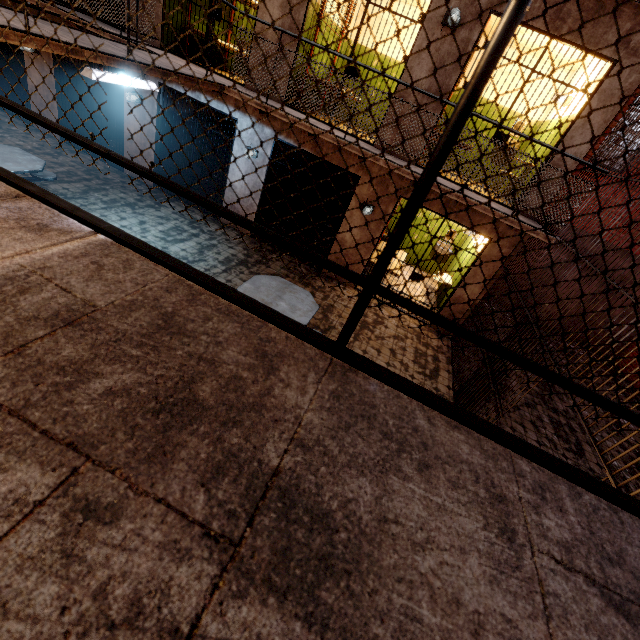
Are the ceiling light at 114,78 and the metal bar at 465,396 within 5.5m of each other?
no

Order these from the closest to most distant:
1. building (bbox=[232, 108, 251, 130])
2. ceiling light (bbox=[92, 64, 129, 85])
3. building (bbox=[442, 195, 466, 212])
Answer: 1. ceiling light (bbox=[92, 64, 129, 85])
2. building (bbox=[442, 195, 466, 212])
3. building (bbox=[232, 108, 251, 130])

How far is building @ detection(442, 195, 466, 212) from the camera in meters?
6.4 m

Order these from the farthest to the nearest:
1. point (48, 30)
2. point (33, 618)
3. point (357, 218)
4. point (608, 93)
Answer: point (357, 218)
point (608, 93)
point (48, 30)
point (33, 618)

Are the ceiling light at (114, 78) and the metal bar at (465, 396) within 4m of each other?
no

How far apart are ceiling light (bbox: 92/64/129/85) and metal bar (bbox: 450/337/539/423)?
6.8 meters

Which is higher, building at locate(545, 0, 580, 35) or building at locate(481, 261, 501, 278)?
building at locate(545, 0, 580, 35)

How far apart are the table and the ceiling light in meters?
3.2 m
